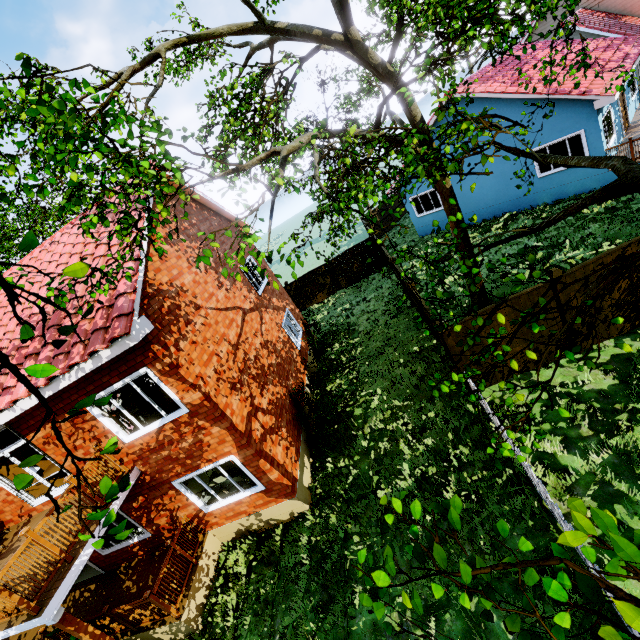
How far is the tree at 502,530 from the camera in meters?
2.1 m

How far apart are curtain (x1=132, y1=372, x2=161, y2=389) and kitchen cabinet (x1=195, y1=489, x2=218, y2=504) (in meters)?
2.86

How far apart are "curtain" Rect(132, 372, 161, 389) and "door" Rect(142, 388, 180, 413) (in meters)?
1.32

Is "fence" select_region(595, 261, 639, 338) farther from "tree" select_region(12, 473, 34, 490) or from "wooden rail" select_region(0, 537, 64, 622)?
"wooden rail" select_region(0, 537, 64, 622)

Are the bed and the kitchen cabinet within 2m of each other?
no

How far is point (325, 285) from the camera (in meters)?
21.48

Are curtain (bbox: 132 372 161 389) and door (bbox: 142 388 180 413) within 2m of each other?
yes

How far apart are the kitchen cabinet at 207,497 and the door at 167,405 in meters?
1.9 m
